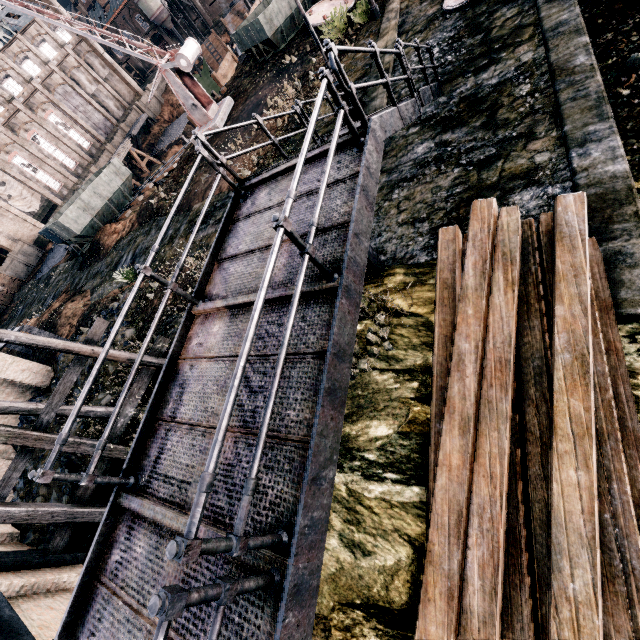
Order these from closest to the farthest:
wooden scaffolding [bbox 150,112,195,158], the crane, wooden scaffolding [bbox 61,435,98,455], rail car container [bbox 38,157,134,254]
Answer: wooden scaffolding [bbox 61,435,98,455]
the crane
rail car container [bbox 38,157,134,254]
wooden scaffolding [bbox 150,112,195,158]

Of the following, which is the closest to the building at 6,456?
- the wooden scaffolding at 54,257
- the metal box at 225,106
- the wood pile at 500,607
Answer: the wood pile at 500,607

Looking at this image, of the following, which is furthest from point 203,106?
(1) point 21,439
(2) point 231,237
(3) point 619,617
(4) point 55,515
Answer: (3) point 619,617

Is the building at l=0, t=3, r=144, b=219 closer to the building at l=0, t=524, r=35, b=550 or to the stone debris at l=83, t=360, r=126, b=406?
the building at l=0, t=524, r=35, b=550

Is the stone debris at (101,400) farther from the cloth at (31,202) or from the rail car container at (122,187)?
the cloth at (31,202)

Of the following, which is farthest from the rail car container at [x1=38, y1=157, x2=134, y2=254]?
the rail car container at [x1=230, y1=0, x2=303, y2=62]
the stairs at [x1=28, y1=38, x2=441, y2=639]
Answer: the stairs at [x1=28, y1=38, x2=441, y2=639]

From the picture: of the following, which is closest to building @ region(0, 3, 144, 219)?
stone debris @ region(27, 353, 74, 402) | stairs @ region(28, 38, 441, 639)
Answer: stone debris @ region(27, 353, 74, 402)
